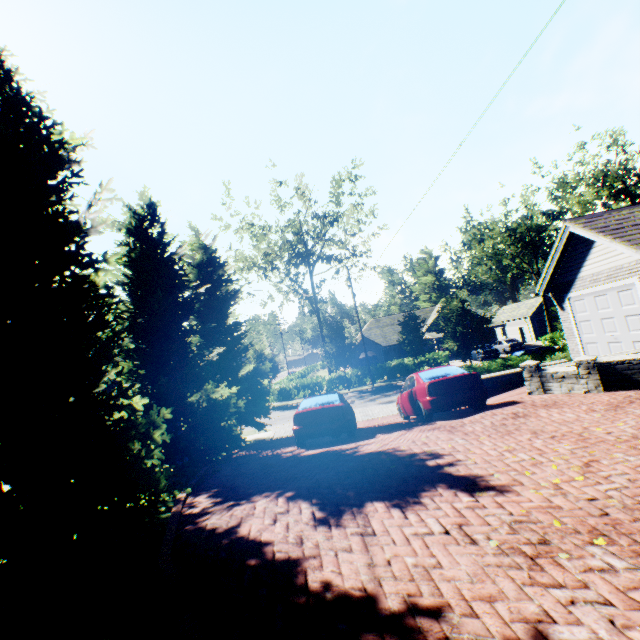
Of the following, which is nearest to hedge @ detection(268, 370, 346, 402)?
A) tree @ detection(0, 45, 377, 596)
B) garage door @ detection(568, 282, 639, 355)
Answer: tree @ detection(0, 45, 377, 596)

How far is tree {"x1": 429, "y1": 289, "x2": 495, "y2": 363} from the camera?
20.3 meters

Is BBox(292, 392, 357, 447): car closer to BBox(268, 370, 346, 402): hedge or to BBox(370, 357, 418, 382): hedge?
BBox(370, 357, 418, 382): hedge

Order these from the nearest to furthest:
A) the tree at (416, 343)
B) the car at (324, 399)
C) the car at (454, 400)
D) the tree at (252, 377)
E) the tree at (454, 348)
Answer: the tree at (252, 377)
the car at (454, 400)
the car at (324, 399)
the tree at (454, 348)
the tree at (416, 343)

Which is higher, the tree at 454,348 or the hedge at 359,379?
the tree at 454,348

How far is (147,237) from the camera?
11.4m

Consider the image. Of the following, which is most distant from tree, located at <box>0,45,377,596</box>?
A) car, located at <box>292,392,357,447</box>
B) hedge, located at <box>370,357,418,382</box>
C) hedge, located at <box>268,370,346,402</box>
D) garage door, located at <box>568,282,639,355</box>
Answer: garage door, located at <box>568,282,639,355</box>

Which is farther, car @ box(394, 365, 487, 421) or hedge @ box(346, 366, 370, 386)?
hedge @ box(346, 366, 370, 386)
